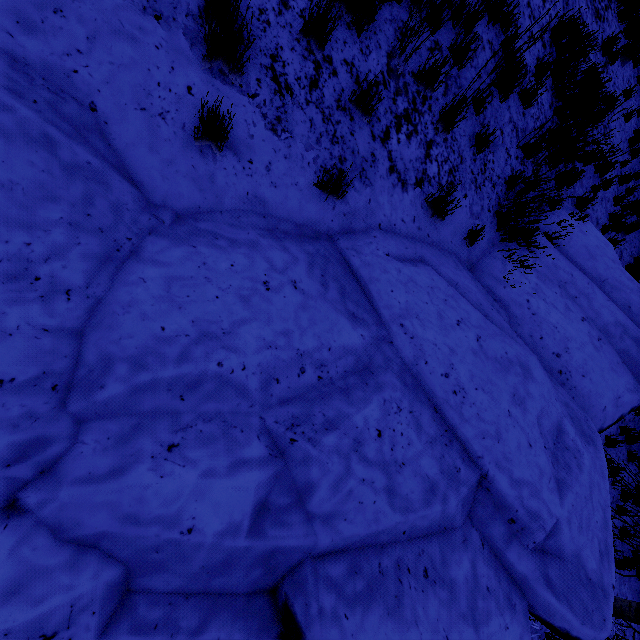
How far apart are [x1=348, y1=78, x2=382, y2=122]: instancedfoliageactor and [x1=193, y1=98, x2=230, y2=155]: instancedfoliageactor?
1.38m

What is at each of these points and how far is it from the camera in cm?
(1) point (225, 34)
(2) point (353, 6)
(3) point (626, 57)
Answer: (1) instancedfoliageactor, 238
(2) instancedfoliageactor, 312
(3) instancedfoliageactor, 923

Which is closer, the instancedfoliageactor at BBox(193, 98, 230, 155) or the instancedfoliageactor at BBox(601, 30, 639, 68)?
the instancedfoliageactor at BBox(193, 98, 230, 155)

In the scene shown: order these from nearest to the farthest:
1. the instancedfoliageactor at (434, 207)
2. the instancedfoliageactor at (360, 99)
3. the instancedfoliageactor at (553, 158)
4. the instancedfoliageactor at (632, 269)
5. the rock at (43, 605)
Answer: the rock at (43, 605) < the instancedfoliageactor at (360, 99) < the instancedfoliageactor at (434, 207) < the instancedfoliageactor at (553, 158) < the instancedfoliageactor at (632, 269)

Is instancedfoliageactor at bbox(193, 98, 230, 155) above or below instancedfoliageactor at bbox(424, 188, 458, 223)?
above

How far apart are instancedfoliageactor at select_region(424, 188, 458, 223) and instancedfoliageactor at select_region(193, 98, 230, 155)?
2.5m

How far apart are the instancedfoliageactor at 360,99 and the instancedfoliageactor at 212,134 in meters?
1.4 m

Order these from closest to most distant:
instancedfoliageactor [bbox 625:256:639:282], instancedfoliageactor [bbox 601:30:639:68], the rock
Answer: the rock
instancedfoliageactor [bbox 601:30:639:68]
instancedfoliageactor [bbox 625:256:639:282]
